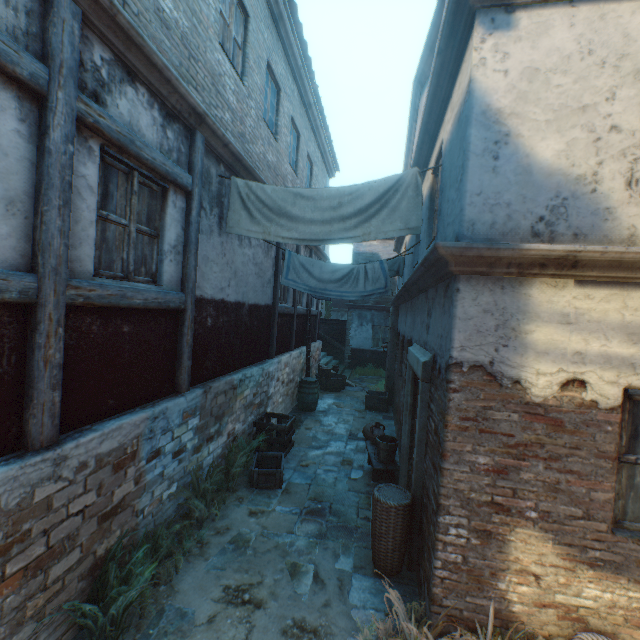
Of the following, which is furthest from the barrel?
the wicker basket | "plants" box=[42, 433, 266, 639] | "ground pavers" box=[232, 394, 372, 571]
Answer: the wicker basket

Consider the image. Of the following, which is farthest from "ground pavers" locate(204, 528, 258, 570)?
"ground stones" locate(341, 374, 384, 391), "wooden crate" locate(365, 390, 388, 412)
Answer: "ground stones" locate(341, 374, 384, 391)

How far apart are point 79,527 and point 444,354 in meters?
3.9 m

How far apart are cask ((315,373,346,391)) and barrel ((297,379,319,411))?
2.5m

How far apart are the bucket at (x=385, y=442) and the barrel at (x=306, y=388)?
4.2m

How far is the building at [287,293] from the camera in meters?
9.4

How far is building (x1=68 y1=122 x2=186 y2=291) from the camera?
2.99m

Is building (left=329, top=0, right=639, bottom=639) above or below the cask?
above
